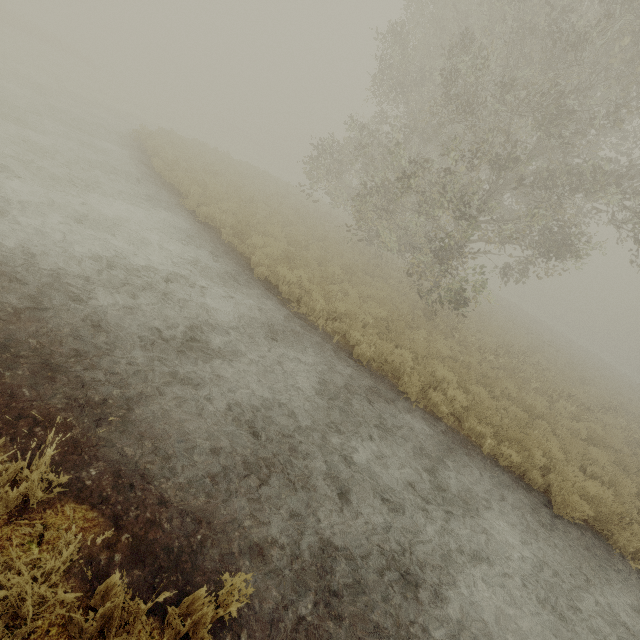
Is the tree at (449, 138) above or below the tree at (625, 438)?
above

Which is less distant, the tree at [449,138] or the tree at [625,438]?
the tree at [449,138]

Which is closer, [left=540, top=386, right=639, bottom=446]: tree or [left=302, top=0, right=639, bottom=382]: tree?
[left=302, top=0, right=639, bottom=382]: tree

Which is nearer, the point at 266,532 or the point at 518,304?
the point at 266,532

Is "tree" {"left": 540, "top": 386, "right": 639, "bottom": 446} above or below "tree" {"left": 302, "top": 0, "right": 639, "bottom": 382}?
below
